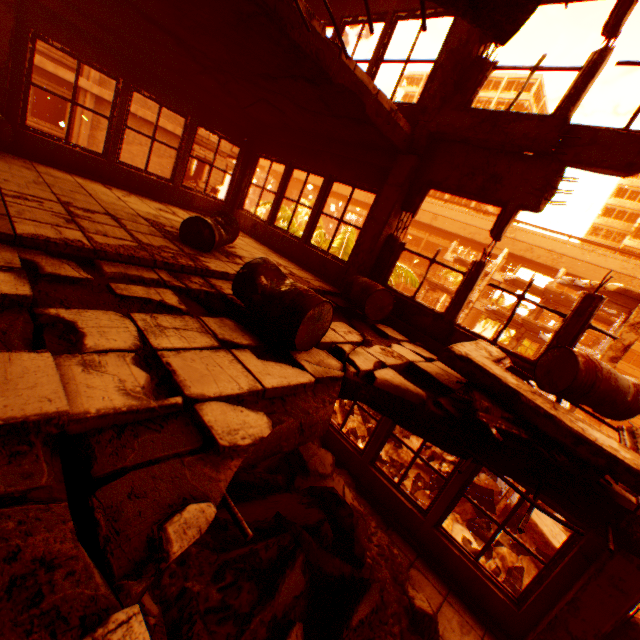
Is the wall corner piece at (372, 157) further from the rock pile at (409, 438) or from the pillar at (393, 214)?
the rock pile at (409, 438)

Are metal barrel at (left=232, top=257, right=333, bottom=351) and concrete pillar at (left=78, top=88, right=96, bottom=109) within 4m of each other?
→ no

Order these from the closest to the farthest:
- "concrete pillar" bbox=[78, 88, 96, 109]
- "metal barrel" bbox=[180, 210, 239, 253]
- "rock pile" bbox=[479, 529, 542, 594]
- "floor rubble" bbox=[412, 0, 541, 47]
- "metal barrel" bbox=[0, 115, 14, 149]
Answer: "floor rubble" bbox=[412, 0, 541, 47]
"metal barrel" bbox=[180, 210, 239, 253]
"metal barrel" bbox=[0, 115, 14, 149]
"rock pile" bbox=[479, 529, 542, 594]
"concrete pillar" bbox=[78, 88, 96, 109]

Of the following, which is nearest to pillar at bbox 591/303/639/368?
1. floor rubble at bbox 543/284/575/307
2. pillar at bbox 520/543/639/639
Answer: floor rubble at bbox 543/284/575/307

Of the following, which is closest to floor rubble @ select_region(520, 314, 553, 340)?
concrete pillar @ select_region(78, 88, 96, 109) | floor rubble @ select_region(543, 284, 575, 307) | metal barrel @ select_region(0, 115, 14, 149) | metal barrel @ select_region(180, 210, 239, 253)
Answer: floor rubble @ select_region(543, 284, 575, 307)

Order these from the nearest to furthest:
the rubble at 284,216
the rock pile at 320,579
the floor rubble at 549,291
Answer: the rock pile at 320,579 → the rubble at 284,216 → the floor rubble at 549,291

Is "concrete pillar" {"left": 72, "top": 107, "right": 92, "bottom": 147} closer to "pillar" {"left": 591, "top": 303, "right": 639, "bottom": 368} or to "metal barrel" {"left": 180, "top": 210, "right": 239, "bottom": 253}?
"metal barrel" {"left": 180, "top": 210, "right": 239, "bottom": 253}

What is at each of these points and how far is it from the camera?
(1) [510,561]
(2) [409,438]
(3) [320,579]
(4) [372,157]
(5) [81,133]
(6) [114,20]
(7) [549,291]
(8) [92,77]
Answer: (1) rock pile, 14.27m
(2) rock pile, 19.12m
(3) rock pile, 3.47m
(4) wall corner piece, 5.96m
(5) concrete pillar, 15.94m
(6) floor rubble, 4.83m
(7) floor rubble, 25.52m
(8) concrete pillar, 15.26m
